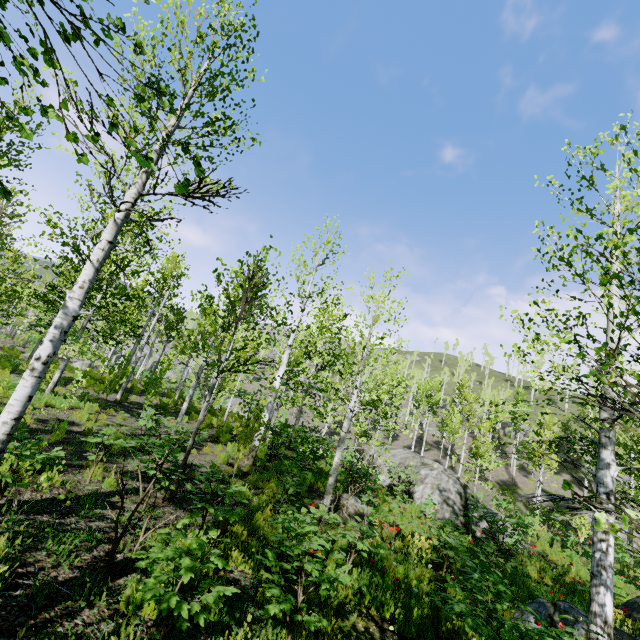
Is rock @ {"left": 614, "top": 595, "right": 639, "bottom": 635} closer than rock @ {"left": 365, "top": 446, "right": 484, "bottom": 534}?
Yes

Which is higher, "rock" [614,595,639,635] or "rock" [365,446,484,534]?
"rock" [365,446,484,534]

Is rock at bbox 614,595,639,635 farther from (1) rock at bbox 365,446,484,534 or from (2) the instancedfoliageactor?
(2) the instancedfoliageactor

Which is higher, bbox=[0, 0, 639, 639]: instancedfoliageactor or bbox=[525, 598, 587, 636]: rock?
bbox=[0, 0, 639, 639]: instancedfoliageactor

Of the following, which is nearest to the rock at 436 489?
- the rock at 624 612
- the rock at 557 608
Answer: the rock at 624 612

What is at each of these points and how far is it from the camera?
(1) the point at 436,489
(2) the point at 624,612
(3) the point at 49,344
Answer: (1) rock, 15.16m
(2) rock, 9.42m
(3) instancedfoliageactor, 4.25m

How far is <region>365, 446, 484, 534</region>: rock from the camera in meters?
14.2

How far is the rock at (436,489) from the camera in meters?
14.2
